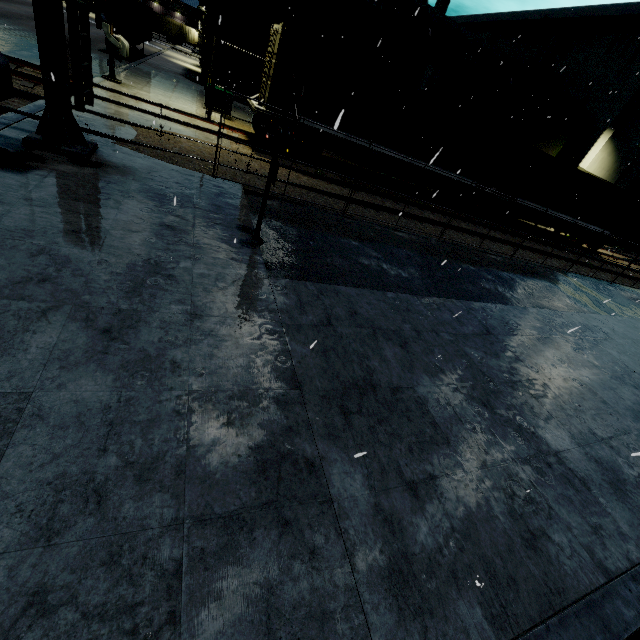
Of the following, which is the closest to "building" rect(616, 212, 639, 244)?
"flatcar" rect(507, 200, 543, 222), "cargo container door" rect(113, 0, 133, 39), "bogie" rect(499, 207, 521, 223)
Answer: "cargo container door" rect(113, 0, 133, 39)

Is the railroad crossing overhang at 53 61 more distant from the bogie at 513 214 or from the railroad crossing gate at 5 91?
the bogie at 513 214

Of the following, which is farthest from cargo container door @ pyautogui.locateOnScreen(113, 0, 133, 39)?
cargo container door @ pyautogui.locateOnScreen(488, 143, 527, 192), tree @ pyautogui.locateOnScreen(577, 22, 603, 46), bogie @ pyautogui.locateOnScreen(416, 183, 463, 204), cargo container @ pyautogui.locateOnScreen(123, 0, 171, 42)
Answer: tree @ pyautogui.locateOnScreen(577, 22, 603, 46)

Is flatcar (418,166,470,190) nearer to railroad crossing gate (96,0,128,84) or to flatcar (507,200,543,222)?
flatcar (507,200,543,222)

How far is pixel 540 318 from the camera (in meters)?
8.66

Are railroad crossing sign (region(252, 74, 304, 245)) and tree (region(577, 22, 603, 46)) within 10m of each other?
no

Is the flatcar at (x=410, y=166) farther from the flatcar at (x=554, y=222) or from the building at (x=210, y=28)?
the building at (x=210, y=28)

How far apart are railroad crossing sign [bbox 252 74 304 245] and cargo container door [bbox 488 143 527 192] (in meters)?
16.41
